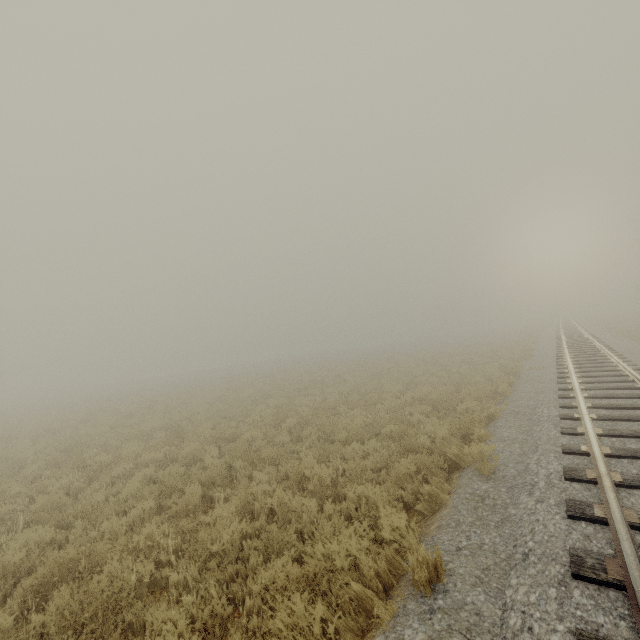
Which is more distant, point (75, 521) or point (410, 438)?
point (410, 438)
